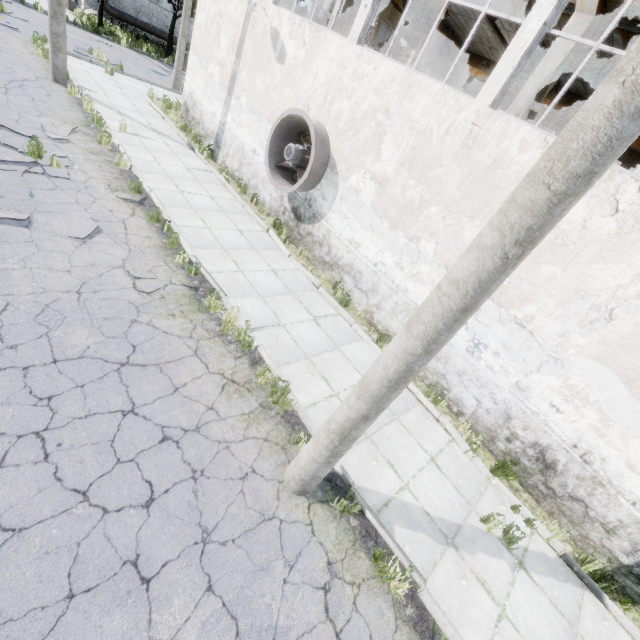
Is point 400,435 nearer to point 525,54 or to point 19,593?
point 19,593

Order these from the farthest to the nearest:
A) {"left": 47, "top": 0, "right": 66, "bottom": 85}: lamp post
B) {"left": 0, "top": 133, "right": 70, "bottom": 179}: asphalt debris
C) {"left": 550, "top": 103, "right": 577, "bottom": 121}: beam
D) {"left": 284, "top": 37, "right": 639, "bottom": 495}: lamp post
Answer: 1. {"left": 550, "top": 103, "right": 577, "bottom": 121}: beam
2. {"left": 47, "top": 0, "right": 66, "bottom": 85}: lamp post
3. {"left": 0, "top": 133, "right": 70, "bottom": 179}: asphalt debris
4. {"left": 284, "top": 37, "right": 639, "bottom": 495}: lamp post

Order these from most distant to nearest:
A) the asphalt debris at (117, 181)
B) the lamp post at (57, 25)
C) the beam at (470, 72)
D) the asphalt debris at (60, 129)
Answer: the beam at (470, 72)
the lamp post at (57, 25)
the asphalt debris at (60, 129)
the asphalt debris at (117, 181)

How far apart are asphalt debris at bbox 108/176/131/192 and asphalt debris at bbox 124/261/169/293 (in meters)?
3.18

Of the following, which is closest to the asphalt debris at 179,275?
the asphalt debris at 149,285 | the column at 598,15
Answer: the asphalt debris at 149,285

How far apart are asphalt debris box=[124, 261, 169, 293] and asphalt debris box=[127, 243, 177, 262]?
0.1 meters

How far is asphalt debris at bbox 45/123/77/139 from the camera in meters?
9.0 m

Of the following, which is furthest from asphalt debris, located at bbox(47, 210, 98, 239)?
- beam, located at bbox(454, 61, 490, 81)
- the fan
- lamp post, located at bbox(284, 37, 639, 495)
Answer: beam, located at bbox(454, 61, 490, 81)
